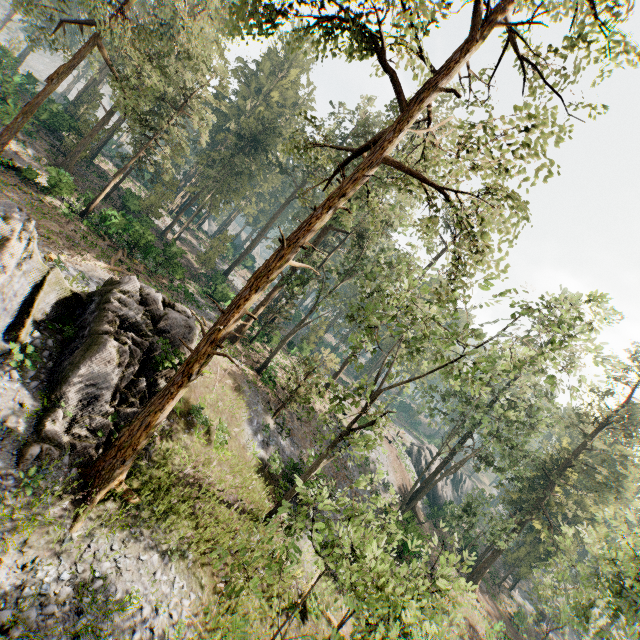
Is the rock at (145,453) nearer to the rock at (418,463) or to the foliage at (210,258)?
the foliage at (210,258)

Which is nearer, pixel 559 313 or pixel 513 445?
pixel 559 313

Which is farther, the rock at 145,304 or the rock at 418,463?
the rock at 418,463

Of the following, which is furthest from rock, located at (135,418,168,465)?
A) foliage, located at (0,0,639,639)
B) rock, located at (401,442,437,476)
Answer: rock, located at (401,442,437,476)

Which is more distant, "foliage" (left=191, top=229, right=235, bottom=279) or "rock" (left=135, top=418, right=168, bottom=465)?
"foliage" (left=191, top=229, right=235, bottom=279)

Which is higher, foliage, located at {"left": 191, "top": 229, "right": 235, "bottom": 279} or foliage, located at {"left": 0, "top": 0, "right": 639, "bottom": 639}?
foliage, located at {"left": 191, "top": 229, "right": 235, "bottom": 279}

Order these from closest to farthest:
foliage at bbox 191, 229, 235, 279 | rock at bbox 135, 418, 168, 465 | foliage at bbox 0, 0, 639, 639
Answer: foliage at bbox 0, 0, 639, 639
rock at bbox 135, 418, 168, 465
foliage at bbox 191, 229, 235, 279

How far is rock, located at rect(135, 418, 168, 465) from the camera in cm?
1340
